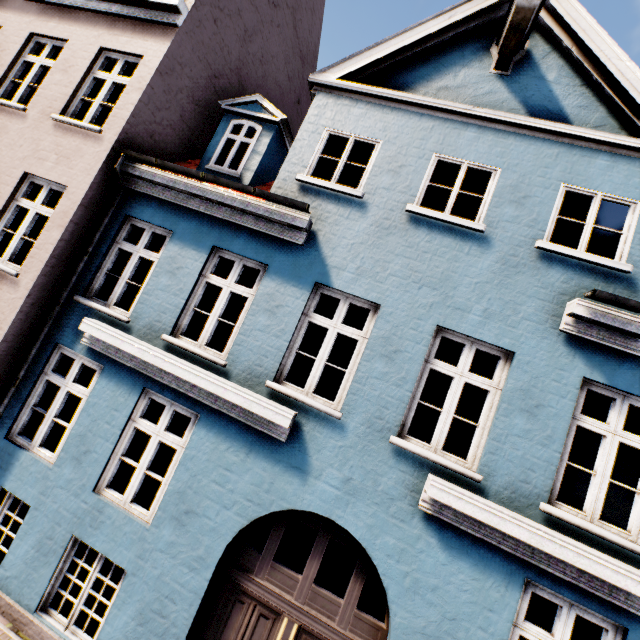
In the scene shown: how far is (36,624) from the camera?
4.7m
